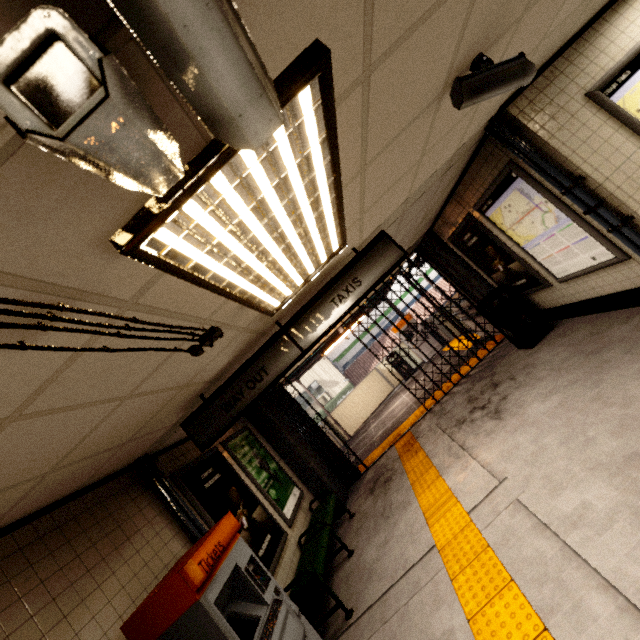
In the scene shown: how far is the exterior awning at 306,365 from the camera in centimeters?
944cm

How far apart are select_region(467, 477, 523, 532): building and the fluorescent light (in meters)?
2.99

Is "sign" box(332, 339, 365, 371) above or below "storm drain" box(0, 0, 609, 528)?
below

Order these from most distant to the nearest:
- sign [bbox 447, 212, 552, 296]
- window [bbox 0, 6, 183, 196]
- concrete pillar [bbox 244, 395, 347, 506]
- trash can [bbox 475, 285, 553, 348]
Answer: concrete pillar [bbox 244, 395, 347, 506], trash can [bbox 475, 285, 553, 348], sign [bbox 447, 212, 552, 296], window [bbox 0, 6, 183, 196]

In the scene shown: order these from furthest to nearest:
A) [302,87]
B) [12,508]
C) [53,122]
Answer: [12,508] < [302,87] < [53,122]

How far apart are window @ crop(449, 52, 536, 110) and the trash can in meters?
4.4 m

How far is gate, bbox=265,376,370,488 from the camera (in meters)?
7.59

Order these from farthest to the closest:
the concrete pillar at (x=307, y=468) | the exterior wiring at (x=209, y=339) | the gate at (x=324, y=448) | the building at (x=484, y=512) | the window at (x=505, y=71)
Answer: the gate at (x=324, y=448) → the concrete pillar at (x=307, y=468) → the building at (x=484, y=512) → the window at (x=505, y=71) → the exterior wiring at (x=209, y=339)
